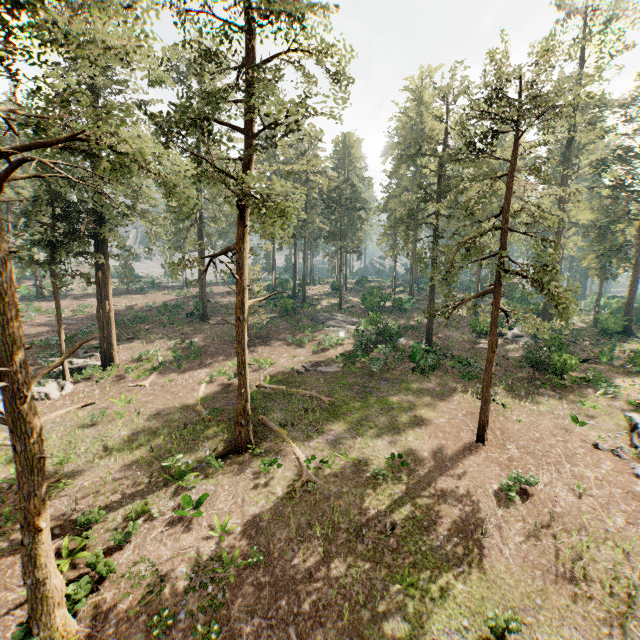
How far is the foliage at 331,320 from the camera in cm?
3171

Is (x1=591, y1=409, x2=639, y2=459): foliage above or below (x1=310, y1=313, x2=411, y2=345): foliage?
below

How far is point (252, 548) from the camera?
12.3m

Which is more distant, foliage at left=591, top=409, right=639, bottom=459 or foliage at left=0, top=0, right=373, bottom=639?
foliage at left=591, top=409, right=639, bottom=459

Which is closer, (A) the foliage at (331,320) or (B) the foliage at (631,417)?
(B) the foliage at (631,417)
